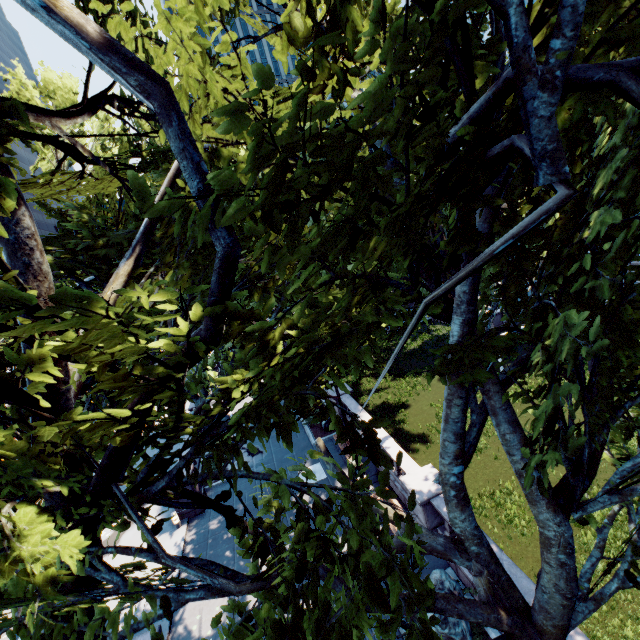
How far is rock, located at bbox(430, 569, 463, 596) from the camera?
9.3m

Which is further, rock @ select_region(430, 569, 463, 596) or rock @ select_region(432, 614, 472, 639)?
rock @ select_region(430, 569, 463, 596)

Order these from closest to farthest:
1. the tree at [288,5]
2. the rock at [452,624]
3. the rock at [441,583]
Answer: the tree at [288,5] → the rock at [452,624] → the rock at [441,583]

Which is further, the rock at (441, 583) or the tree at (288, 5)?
the rock at (441, 583)

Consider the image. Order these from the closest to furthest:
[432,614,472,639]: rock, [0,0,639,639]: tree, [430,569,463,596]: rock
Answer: [0,0,639,639]: tree
[432,614,472,639]: rock
[430,569,463,596]: rock

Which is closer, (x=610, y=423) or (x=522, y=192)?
(x=610, y=423)

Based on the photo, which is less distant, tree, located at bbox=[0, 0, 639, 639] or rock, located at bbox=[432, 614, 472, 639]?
tree, located at bbox=[0, 0, 639, 639]
